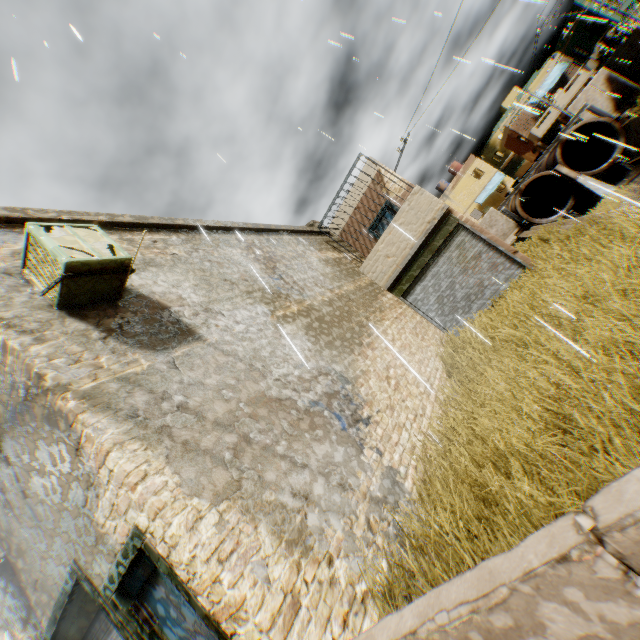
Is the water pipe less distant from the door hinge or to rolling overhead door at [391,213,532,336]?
rolling overhead door at [391,213,532,336]

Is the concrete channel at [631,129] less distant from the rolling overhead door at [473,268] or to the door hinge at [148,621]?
the rolling overhead door at [473,268]

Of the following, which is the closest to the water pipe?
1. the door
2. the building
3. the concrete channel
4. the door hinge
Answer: the concrete channel

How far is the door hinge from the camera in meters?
3.6 m

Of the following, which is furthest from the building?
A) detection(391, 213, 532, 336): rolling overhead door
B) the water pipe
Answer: the water pipe

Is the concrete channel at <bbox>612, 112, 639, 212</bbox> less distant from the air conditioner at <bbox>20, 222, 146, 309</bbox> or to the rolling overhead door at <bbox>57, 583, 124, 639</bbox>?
the rolling overhead door at <bbox>57, 583, 124, 639</bbox>

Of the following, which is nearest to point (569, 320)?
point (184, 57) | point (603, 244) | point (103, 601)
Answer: point (603, 244)

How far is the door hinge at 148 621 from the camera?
3.59m
